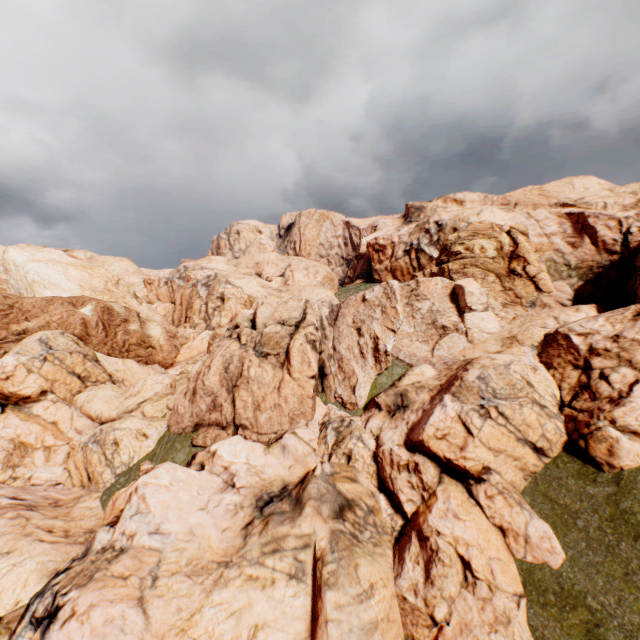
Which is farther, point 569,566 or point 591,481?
point 591,481
